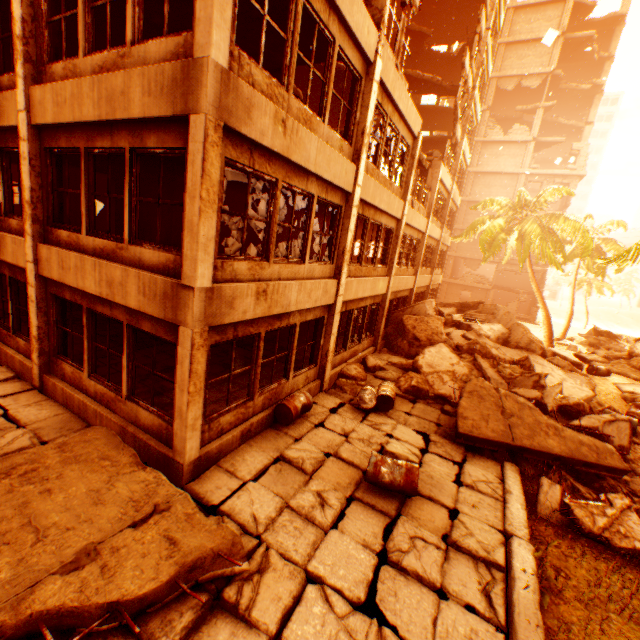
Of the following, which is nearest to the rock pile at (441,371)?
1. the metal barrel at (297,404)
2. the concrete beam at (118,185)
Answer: the metal barrel at (297,404)

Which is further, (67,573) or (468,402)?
(468,402)

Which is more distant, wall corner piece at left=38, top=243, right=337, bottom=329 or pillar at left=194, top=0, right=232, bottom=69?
wall corner piece at left=38, top=243, right=337, bottom=329

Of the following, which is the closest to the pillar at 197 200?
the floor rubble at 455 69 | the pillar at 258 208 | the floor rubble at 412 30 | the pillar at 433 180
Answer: the floor rubble at 412 30

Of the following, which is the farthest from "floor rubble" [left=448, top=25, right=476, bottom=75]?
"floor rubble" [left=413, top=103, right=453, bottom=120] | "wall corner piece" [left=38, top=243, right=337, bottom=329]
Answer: "wall corner piece" [left=38, top=243, right=337, bottom=329]

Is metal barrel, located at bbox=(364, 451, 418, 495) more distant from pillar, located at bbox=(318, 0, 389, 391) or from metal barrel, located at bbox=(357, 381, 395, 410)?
pillar, located at bbox=(318, 0, 389, 391)

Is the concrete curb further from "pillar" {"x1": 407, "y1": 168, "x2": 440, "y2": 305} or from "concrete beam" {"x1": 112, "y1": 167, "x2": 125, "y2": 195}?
"concrete beam" {"x1": 112, "y1": 167, "x2": 125, "y2": 195}

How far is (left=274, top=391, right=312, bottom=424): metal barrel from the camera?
7.5m
